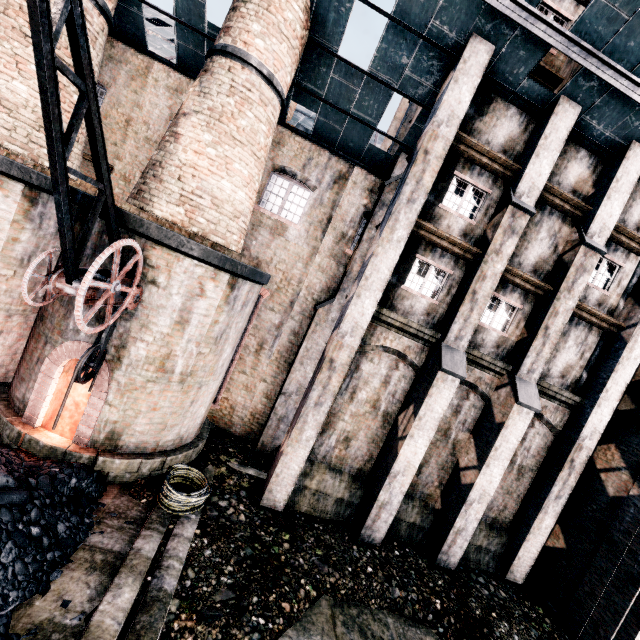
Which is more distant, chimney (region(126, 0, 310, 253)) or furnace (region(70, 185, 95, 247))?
chimney (region(126, 0, 310, 253))

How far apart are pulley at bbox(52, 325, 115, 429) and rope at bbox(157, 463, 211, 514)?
3.81m

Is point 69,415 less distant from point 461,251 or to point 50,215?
point 50,215

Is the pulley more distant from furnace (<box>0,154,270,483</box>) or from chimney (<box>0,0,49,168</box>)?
chimney (<box>0,0,49,168</box>)

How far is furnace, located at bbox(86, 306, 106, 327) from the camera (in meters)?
8.88

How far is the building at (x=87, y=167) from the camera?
12.9 meters

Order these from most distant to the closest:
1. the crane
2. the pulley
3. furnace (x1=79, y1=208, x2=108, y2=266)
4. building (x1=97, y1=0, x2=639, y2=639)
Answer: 1. building (x1=97, y1=0, x2=639, y2=639)
2. furnace (x1=79, y1=208, x2=108, y2=266)
3. the pulley
4. the crane

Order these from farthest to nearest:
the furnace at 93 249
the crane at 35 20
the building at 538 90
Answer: the building at 538 90 < the furnace at 93 249 < the crane at 35 20
